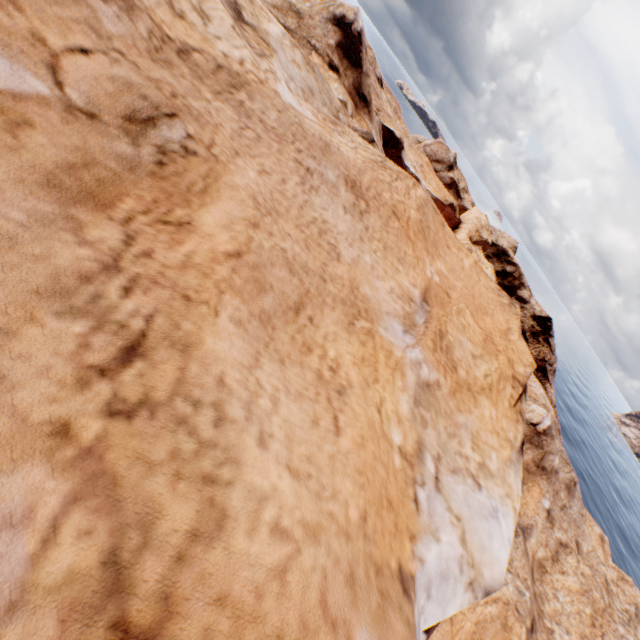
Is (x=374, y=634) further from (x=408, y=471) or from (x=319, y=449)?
(x=408, y=471)
